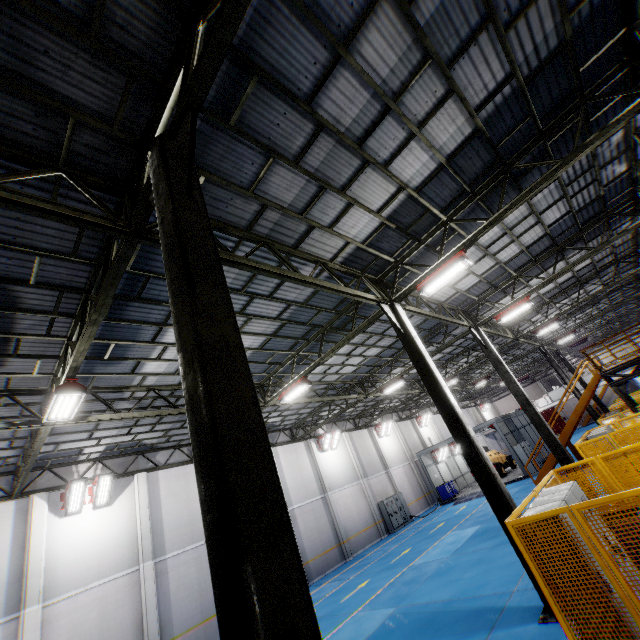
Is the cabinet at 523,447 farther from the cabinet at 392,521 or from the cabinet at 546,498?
the cabinet at 546,498

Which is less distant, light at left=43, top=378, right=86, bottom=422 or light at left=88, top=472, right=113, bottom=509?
light at left=43, top=378, right=86, bottom=422

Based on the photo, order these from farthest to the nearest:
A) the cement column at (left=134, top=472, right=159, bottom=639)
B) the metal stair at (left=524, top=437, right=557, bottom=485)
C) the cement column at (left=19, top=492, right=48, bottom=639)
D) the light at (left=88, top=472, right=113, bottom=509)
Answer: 1. the metal stair at (left=524, top=437, right=557, bottom=485)
2. the light at (left=88, top=472, right=113, bottom=509)
3. the cement column at (left=134, top=472, right=159, bottom=639)
4. the cement column at (left=19, top=492, right=48, bottom=639)

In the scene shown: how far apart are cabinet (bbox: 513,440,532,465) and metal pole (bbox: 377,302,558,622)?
19.92m

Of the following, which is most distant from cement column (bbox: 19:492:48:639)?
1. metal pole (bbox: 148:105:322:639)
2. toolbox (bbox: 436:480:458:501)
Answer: toolbox (bbox: 436:480:458:501)

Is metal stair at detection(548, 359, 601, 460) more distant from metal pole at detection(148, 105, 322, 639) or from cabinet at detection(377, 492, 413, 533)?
metal pole at detection(148, 105, 322, 639)

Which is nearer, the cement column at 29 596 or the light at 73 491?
the cement column at 29 596

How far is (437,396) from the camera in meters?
8.8
